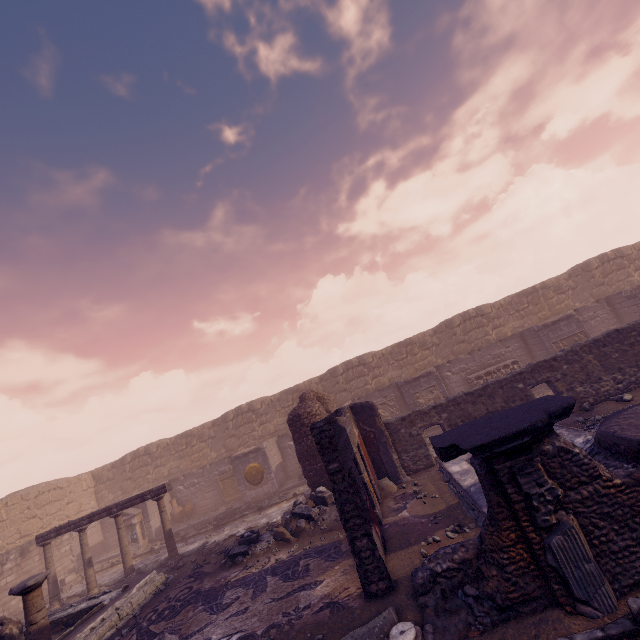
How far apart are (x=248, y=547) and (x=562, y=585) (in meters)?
8.35

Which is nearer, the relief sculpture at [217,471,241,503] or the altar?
the altar

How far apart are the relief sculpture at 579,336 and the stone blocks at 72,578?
24.73m

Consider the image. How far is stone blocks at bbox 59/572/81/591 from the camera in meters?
14.7

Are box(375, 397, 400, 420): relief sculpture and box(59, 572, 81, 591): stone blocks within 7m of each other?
no

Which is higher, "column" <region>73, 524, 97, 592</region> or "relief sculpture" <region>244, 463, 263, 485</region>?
"relief sculpture" <region>244, 463, 263, 485</region>

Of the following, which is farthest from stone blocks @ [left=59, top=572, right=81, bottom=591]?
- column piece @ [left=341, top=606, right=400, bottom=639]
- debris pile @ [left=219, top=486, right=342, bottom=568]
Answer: column piece @ [left=341, top=606, right=400, bottom=639]

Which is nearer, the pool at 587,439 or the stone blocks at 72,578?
the pool at 587,439
